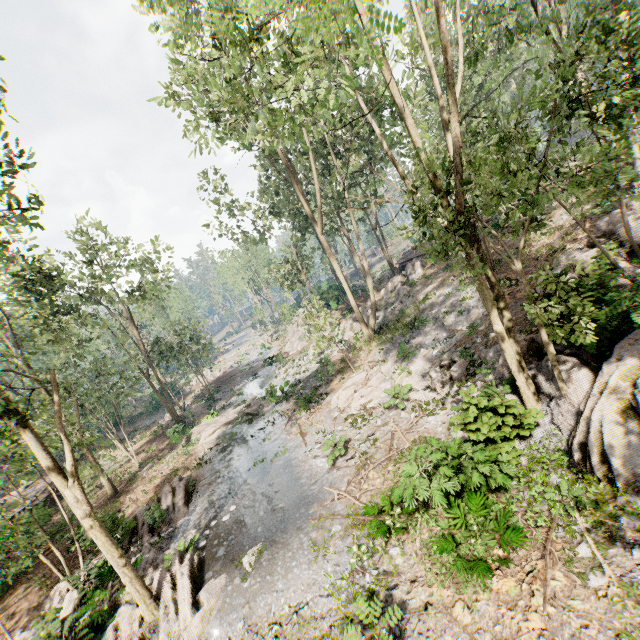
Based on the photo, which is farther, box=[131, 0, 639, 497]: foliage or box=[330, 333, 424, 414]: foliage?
box=[330, 333, 424, 414]: foliage

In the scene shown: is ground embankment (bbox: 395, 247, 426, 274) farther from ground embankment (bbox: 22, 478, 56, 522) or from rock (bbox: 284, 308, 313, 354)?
ground embankment (bbox: 22, 478, 56, 522)

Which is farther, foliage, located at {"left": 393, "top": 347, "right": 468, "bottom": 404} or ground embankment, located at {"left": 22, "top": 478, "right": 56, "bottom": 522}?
ground embankment, located at {"left": 22, "top": 478, "right": 56, "bottom": 522}

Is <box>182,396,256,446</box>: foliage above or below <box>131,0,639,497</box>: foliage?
below

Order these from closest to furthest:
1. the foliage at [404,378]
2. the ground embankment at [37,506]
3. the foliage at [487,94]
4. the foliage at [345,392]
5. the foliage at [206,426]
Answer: the foliage at [487,94]
the foliage at [404,378]
the foliage at [345,392]
the ground embankment at [37,506]
the foliage at [206,426]

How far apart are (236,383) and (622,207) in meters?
37.2 m

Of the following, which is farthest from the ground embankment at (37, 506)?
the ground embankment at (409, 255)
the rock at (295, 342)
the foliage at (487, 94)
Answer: the ground embankment at (409, 255)

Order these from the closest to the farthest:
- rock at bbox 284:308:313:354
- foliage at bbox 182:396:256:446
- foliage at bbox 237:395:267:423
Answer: foliage at bbox 237:395:267:423 → foliage at bbox 182:396:256:446 → rock at bbox 284:308:313:354
